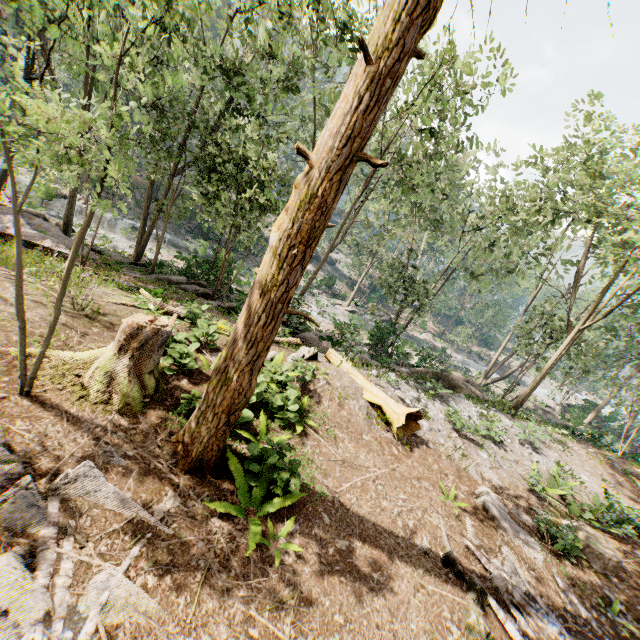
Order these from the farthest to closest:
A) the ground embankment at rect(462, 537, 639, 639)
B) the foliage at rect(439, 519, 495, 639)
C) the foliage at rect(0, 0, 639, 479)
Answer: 1. the ground embankment at rect(462, 537, 639, 639)
2. the foliage at rect(439, 519, 495, 639)
3. the foliage at rect(0, 0, 639, 479)

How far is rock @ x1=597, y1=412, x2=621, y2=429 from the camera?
39.12m

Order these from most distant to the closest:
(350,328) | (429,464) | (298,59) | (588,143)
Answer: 1. (350,328)
2. (588,143)
3. (298,59)
4. (429,464)

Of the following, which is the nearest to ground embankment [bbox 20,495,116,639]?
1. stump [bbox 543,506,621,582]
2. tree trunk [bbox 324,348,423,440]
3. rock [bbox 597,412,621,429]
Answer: stump [bbox 543,506,621,582]

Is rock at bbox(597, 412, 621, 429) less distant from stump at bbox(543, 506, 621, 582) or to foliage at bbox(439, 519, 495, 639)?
foliage at bbox(439, 519, 495, 639)

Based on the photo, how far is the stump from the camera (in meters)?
9.11

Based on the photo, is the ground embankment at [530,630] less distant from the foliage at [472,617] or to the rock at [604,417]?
the foliage at [472,617]

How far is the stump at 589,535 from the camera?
A: 9.1m
